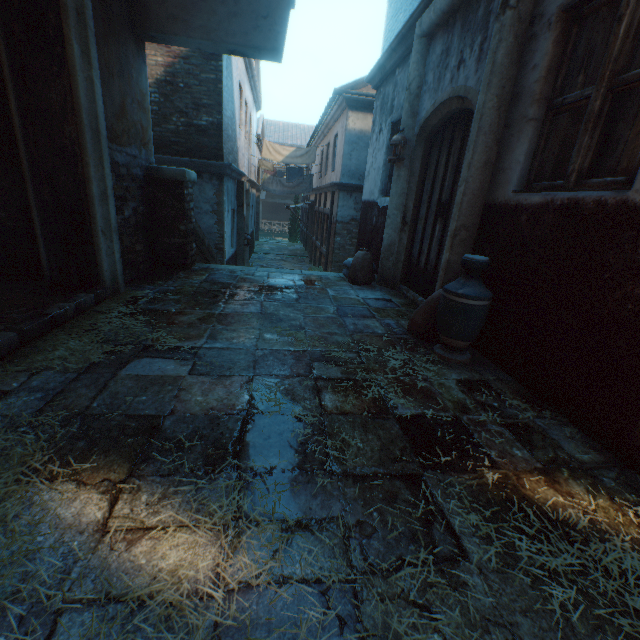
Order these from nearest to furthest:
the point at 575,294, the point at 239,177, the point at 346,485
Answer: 1. the point at 346,485
2. the point at 575,294
3. the point at 239,177

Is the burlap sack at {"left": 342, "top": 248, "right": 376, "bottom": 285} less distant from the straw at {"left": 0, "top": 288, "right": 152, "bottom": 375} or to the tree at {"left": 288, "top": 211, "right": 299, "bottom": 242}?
the straw at {"left": 0, "top": 288, "right": 152, "bottom": 375}

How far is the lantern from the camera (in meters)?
4.77

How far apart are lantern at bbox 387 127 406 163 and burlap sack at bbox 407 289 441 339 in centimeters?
138cm

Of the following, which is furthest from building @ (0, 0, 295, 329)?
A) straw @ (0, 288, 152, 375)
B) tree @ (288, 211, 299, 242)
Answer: straw @ (0, 288, 152, 375)

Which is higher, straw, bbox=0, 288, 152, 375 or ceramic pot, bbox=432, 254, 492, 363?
ceramic pot, bbox=432, 254, 492, 363

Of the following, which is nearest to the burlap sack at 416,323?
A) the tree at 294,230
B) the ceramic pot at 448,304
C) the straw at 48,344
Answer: the ceramic pot at 448,304

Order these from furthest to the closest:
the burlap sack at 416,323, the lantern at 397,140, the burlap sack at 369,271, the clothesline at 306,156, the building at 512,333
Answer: the clothesline at 306,156, the burlap sack at 369,271, the lantern at 397,140, the burlap sack at 416,323, the building at 512,333
